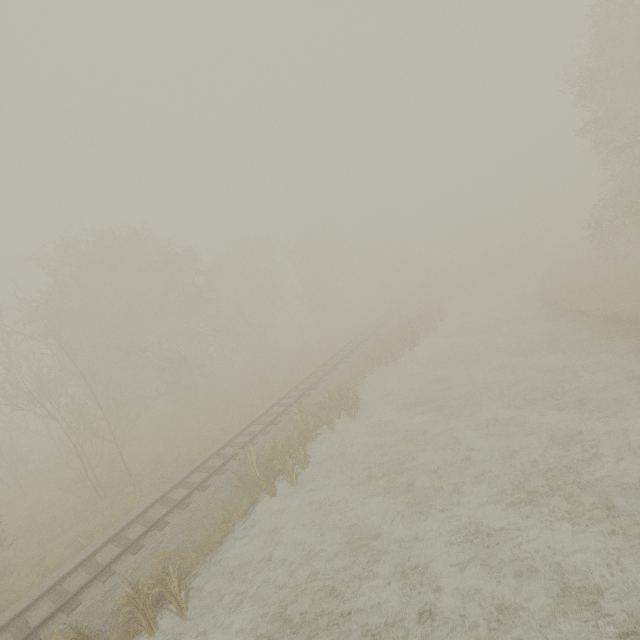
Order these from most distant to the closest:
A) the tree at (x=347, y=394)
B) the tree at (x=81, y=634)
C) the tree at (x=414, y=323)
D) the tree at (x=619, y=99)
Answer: the tree at (x=414, y=323), the tree at (x=619, y=99), the tree at (x=347, y=394), the tree at (x=81, y=634)

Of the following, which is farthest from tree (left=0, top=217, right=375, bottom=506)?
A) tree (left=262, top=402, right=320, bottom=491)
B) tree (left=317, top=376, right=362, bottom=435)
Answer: tree (left=262, top=402, right=320, bottom=491)

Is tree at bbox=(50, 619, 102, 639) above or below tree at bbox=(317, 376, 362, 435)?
above

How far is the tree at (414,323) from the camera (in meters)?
22.30

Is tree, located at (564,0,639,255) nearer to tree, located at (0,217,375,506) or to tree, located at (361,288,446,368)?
tree, located at (0,217,375,506)

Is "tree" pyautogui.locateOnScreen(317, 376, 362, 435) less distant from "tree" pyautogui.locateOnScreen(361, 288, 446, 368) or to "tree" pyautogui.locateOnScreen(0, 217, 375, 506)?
"tree" pyautogui.locateOnScreen(361, 288, 446, 368)

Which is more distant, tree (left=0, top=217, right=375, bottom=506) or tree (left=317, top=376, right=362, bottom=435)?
tree (left=0, top=217, right=375, bottom=506)

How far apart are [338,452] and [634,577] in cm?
972
